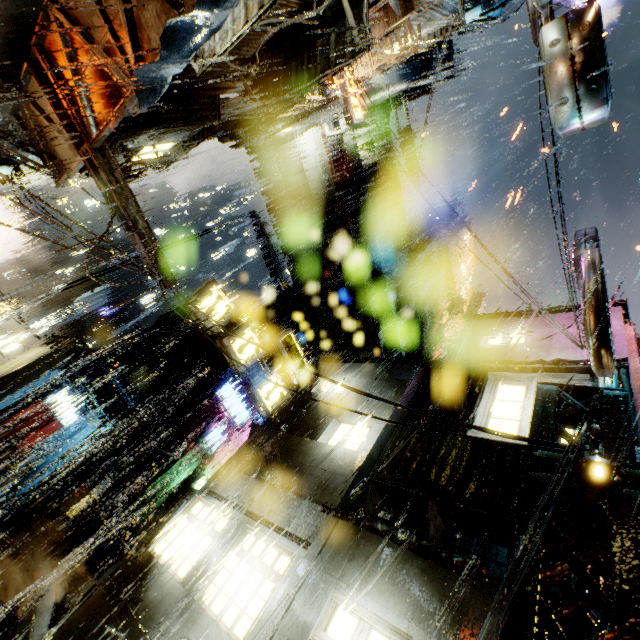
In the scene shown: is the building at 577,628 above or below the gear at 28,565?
above

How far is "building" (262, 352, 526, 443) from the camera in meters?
8.9 m

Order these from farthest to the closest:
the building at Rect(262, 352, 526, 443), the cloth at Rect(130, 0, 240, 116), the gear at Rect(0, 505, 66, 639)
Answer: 1. the gear at Rect(0, 505, 66, 639)
2. the building at Rect(262, 352, 526, 443)
3. the cloth at Rect(130, 0, 240, 116)

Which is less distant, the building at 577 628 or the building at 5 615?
the building at 577 628

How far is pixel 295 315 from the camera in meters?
37.8 m

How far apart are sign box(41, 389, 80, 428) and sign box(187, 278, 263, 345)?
19.0 meters

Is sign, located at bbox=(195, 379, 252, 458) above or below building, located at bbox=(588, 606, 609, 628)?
above

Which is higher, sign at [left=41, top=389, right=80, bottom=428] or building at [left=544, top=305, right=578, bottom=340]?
building at [left=544, top=305, right=578, bottom=340]
